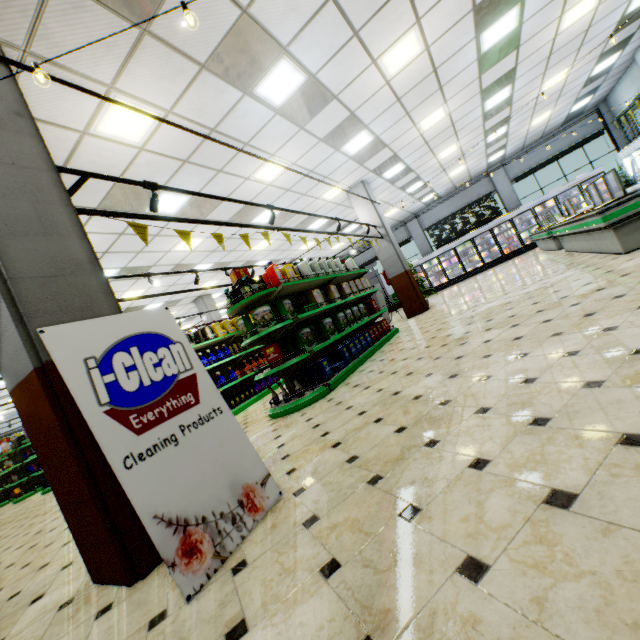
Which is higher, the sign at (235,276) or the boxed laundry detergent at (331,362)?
the sign at (235,276)

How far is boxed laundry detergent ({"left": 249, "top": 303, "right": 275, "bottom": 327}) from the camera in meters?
5.1

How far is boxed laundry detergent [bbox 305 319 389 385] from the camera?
5.4 meters

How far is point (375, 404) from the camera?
3.4 meters

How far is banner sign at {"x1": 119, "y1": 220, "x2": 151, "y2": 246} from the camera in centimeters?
331cm

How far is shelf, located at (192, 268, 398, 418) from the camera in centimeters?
504cm

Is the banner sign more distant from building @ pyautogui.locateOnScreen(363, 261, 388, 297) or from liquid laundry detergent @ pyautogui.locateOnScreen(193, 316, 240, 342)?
liquid laundry detergent @ pyautogui.locateOnScreen(193, 316, 240, 342)

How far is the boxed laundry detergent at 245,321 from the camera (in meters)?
5.25
